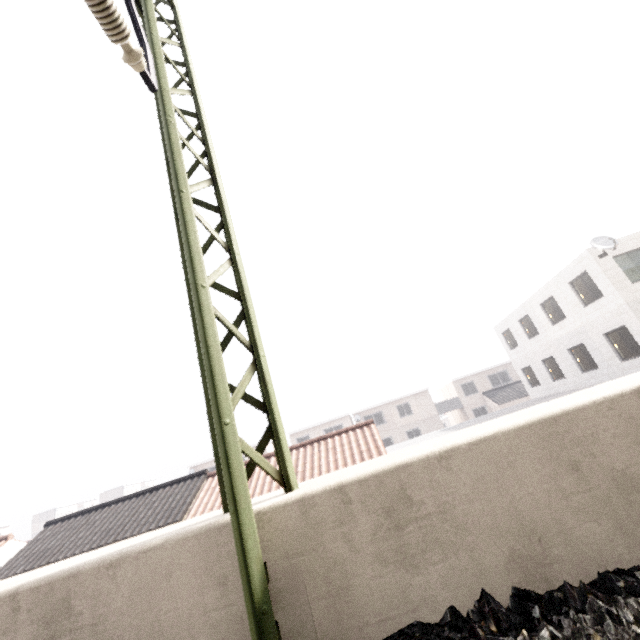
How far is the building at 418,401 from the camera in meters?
37.0

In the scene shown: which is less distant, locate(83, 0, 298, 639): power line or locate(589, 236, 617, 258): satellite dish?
locate(83, 0, 298, 639): power line

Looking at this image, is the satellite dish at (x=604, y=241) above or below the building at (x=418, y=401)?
above

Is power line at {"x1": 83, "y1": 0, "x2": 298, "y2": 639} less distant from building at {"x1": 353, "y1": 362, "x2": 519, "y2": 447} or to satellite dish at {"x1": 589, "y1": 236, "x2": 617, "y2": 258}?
satellite dish at {"x1": 589, "y1": 236, "x2": 617, "y2": 258}

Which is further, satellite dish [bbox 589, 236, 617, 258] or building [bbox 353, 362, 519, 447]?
building [bbox 353, 362, 519, 447]

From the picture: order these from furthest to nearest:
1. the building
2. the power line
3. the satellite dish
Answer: the building → the satellite dish → the power line

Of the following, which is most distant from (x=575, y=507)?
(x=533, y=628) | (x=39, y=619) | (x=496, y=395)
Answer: (x=496, y=395)
